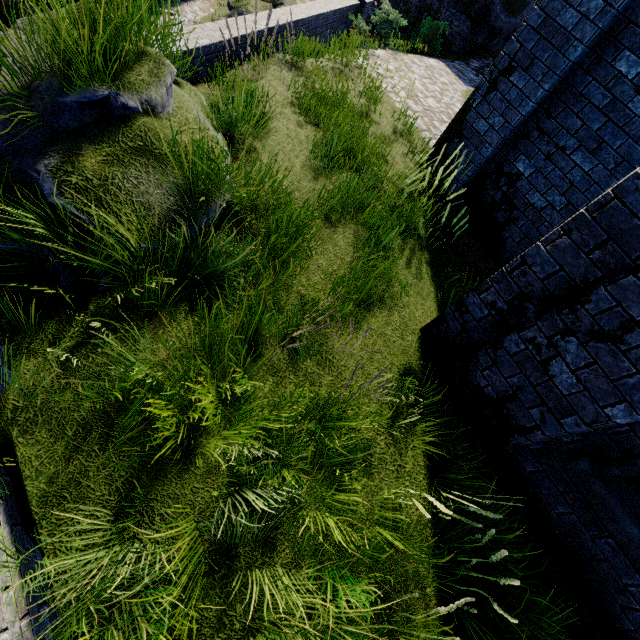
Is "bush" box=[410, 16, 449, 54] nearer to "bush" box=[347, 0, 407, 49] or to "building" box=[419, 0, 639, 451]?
"bush" box=[347, 0, 407, 49]

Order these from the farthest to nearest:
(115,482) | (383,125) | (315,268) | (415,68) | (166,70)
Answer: (415,68), (383,125), (315,268), (166,70), (115,482)

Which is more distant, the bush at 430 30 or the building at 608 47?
the bush at 430 30

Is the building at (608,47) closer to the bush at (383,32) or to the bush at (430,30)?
the bush at (383,32)

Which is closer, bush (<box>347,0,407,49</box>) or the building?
the building

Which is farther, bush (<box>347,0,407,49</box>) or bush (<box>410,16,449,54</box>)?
bush (<box>410,16,449,54</box>)

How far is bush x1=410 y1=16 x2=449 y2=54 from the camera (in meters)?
14.33

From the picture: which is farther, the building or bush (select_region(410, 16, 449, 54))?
bush (select_region(410, 16, 449, 54))
